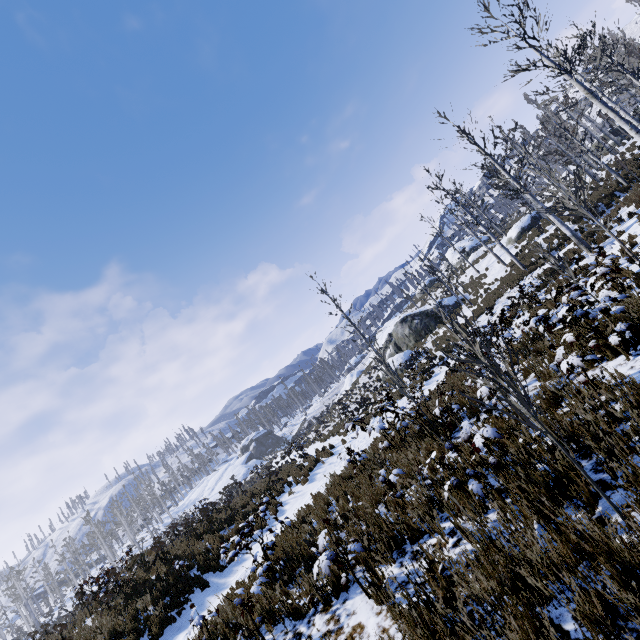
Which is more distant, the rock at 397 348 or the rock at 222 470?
the rock at 222 470

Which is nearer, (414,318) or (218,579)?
(218,579)

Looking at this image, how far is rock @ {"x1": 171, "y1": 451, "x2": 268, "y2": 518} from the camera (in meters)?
47.38

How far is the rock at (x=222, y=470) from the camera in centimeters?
4738cm

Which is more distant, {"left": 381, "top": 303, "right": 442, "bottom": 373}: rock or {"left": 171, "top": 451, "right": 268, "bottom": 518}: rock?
{"left": 171, "top": 451, "right": 268, "bottom": 518}: rock

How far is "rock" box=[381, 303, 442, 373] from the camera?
26.3m
